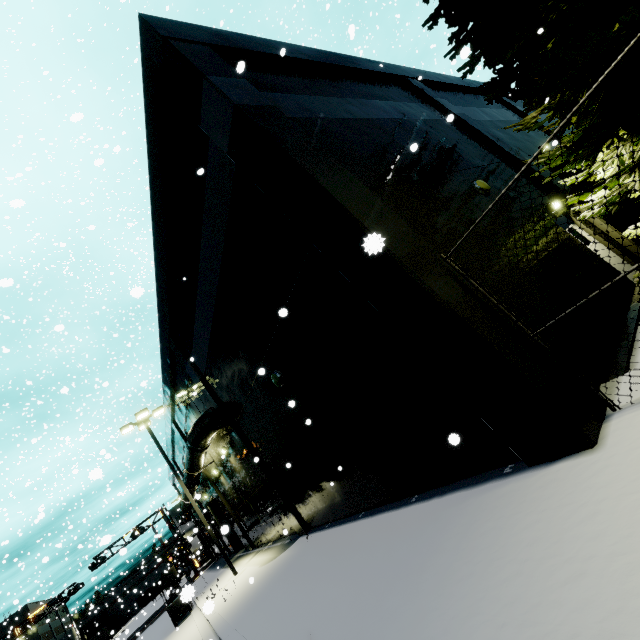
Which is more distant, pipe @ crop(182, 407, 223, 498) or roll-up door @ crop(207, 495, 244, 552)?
roll-up door @ crop(207, 495, 244, 552)

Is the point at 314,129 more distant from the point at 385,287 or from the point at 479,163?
the point at 479,163

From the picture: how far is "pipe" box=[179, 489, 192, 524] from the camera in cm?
2483

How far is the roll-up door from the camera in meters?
22.8 m

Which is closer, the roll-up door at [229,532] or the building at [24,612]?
the roll-up door at [229,532]

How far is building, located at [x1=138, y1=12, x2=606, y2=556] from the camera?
4.57m

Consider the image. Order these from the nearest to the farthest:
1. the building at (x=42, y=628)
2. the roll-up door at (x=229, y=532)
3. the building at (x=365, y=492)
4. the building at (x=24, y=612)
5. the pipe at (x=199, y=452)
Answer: the building at (x=365, y=492) → the pipe at (x=199, y=452) → the roll-up door at (x=229, y=532) → the building at (x=24, y=612) → the building at (x=42, y=628)
